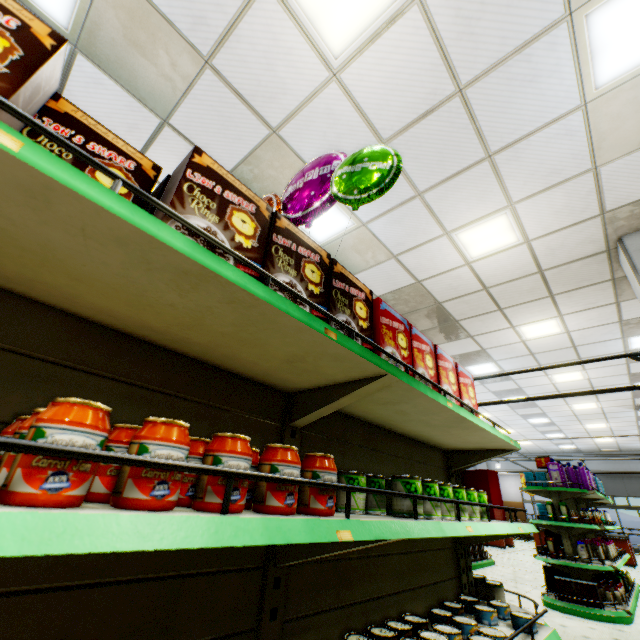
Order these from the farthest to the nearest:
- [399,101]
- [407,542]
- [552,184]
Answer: [552,184] → [399,101] → [407,542]

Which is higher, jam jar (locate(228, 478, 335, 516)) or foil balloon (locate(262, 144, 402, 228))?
foil balloon (locate(262, 144, 402, 228))

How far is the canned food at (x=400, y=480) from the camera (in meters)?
1.45

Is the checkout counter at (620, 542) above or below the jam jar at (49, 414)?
below

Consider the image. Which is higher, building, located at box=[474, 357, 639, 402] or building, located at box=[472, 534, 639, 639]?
building, located at box=[474, 357, 639, 402]

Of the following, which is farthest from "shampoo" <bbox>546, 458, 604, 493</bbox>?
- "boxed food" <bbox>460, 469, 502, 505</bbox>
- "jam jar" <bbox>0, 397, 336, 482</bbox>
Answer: "jam jar" <bbox>0, 397, 336, 482</bbox>

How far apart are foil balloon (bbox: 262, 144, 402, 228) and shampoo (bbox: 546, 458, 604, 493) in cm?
809

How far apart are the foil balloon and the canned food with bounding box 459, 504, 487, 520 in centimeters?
161cm
